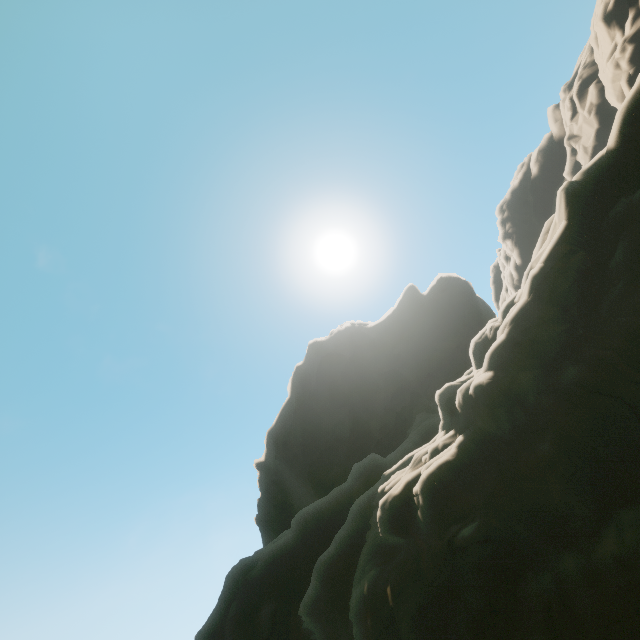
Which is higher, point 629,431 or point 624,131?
point 624,131
